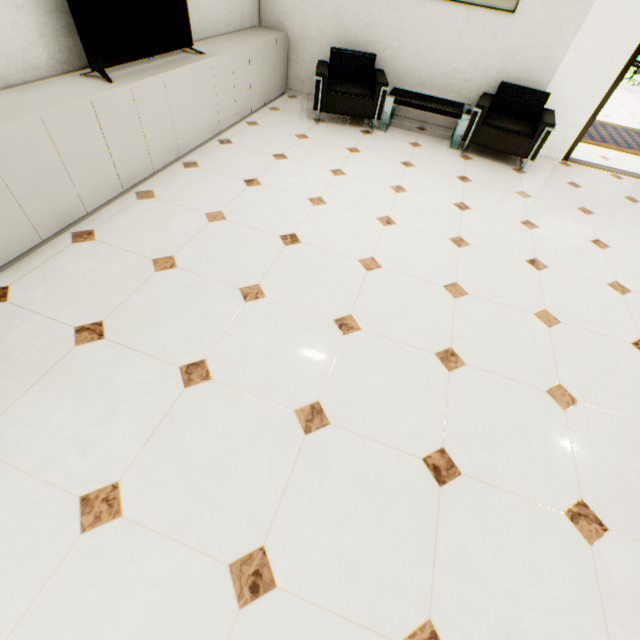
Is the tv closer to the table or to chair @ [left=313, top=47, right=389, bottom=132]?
chair @ [left=313, top=47, right=389, bottom=132]

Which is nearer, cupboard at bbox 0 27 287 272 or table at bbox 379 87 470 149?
cupboard at bbox 0 27 287 272

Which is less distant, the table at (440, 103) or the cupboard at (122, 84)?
the cupboard at (122, 84)

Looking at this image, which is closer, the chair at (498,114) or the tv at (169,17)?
the tv at (169,17)

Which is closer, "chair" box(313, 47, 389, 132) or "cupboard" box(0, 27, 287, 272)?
"cupboard" box(0, 27, 287, 272)

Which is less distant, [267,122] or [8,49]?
[8,49]

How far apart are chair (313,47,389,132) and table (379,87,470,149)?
0.0 meters

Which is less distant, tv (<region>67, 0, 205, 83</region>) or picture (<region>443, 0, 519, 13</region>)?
tv (<region>67, 0, 205, 83</region>)
